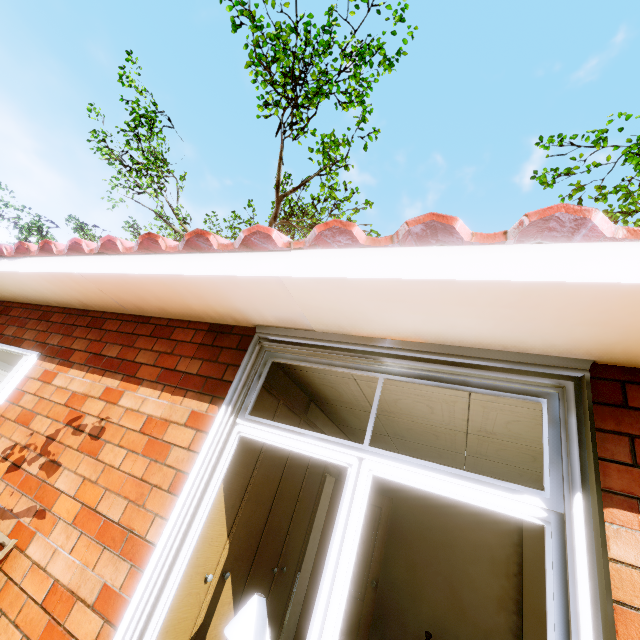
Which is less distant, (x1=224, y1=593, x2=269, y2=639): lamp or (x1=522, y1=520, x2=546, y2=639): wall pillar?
(x1=224, y1=593, x2=269, y2=639): lamp

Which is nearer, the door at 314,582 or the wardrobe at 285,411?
the wardrobe at 285,411

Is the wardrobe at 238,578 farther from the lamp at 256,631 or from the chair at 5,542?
the chair at 5,542

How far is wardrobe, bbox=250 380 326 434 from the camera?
2.56m

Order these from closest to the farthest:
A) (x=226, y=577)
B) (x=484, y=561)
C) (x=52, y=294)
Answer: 1. (x=226, y=577)
2. (x=52, y=294)
3. (x=484, y=561)

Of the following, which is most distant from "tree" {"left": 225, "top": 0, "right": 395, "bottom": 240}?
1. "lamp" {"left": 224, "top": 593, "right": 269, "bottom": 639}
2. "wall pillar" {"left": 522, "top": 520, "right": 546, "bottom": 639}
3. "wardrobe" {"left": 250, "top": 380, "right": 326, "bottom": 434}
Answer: "lamp" {"left": 224, "top": 593, "right": 269, "bottom": 639}

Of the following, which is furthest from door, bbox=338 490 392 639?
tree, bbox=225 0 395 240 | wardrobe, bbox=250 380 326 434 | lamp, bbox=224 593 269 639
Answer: tree, bbox=225 0 395 240

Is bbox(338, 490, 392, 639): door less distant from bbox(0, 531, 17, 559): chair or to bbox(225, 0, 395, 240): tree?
→ bbox(0, 531, 17, 559): chair
